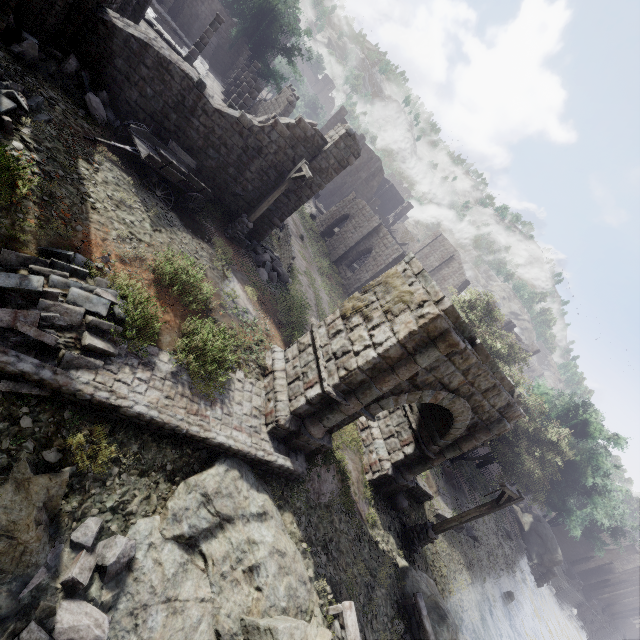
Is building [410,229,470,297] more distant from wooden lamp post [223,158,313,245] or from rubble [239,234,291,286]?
wooden lamp post [223,158,313,245]

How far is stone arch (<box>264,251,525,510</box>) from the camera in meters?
8.2 m

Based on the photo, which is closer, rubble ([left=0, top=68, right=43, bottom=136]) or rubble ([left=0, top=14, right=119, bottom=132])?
rubble ([left=0, top=68, right=43, bottom=136])

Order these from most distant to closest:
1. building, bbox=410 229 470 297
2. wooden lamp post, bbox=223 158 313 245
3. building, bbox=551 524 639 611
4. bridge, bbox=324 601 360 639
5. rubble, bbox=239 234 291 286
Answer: building, bbox=551 524 639 611
building, bbox=410 229 470 297
rubble, bbox=239 234 291 286
wooden lamp post, bbox=223 158 313 245
bridge, bbox=324 601 360 639

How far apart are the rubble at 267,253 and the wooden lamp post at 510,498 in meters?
12.3

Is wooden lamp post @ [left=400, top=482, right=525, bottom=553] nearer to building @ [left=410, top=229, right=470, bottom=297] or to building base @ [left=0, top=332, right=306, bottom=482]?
building base @ [left=0, top=332, right=306, bottom=482]

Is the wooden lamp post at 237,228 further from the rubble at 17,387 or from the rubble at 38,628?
the rubble at 38,628

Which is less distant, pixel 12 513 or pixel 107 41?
pixel 12 513
